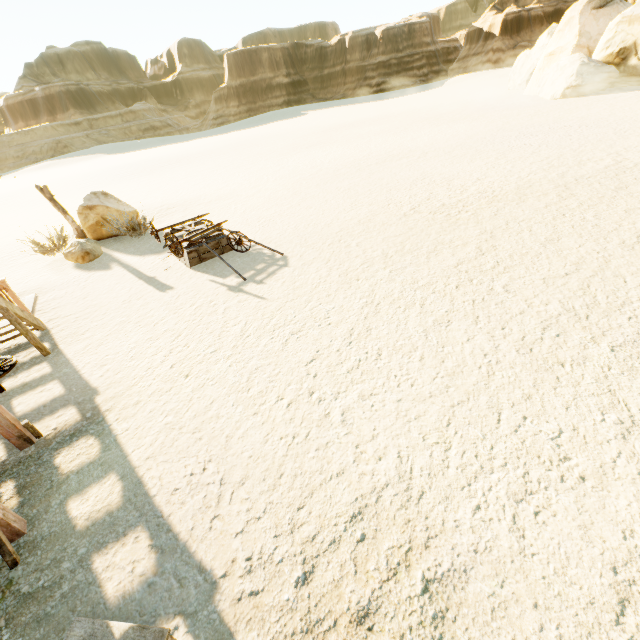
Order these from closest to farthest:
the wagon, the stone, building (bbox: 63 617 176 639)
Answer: building (bbox: 63 617 176 639)
the wagon
the stone

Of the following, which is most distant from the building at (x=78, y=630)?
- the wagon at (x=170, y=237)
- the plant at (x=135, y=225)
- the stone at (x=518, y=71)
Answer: the stone at (x=518, y=71)

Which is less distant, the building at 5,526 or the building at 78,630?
the building at 78,630

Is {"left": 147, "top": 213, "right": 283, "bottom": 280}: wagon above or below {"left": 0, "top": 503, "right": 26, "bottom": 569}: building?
above

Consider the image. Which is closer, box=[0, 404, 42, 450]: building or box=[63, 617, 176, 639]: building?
box=[63, 617, 176, 639]: building

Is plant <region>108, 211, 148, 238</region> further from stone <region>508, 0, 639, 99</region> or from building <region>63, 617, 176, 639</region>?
stone <region>508, 0, 639, 99</region>

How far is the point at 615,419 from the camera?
3.32m
